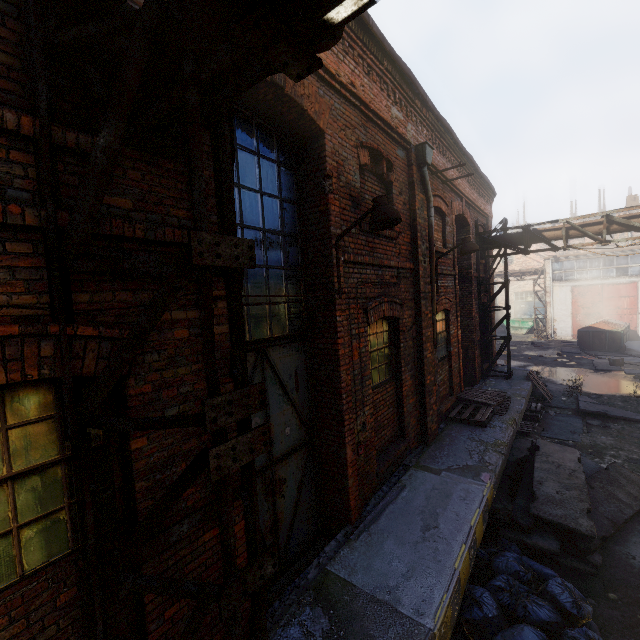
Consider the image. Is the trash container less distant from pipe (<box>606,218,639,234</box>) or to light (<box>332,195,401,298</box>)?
pipe (<box>606,218,639,234</box>)

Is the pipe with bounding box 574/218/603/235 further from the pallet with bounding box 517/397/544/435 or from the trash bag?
the pallet with bounding box 517/397/544/435

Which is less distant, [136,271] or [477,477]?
[136,271]

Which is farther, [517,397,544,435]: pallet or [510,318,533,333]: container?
[510,318,533,333]: container

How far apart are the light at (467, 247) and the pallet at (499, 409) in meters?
3.2

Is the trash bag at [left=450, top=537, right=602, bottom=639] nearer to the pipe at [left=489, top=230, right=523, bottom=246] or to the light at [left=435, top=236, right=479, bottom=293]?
the pipe at [left=489, top=230, right=523, bottom=246]

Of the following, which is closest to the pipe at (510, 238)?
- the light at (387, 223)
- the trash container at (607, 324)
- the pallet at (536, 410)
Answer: A: the light at (387, 223)

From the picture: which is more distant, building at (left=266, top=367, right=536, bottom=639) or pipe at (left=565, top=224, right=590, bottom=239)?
pipe at (left=565, top=224, right=590, bottom=239)
